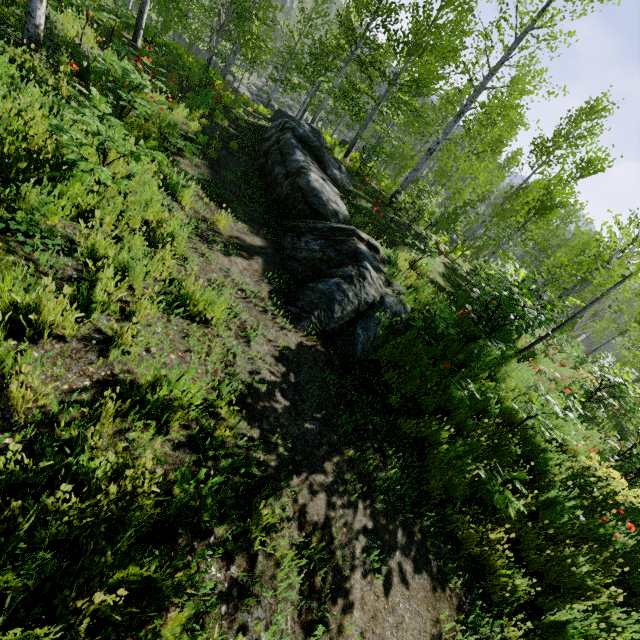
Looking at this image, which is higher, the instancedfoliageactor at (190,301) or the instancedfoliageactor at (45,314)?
the instancedfoliageactor at (45,314)

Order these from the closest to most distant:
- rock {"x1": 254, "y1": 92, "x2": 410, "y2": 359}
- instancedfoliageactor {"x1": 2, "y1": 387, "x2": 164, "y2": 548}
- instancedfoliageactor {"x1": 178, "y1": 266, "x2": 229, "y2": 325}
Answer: instancedfoliageactor {"x1": 2, "y1": 387, "x2": 164, "y2": 548} → instancedfoliageactor {"x1": 178, "y1": 266, "x2": 229, "y2": 325} → rock {"x1": 254, "y1": 92, "x2": 410, "y2": 359}

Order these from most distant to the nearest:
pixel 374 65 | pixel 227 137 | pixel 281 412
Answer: pixel 374 65
pixel 227 137
pixel 281 412

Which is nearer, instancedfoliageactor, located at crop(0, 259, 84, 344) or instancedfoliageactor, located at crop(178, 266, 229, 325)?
instancedfoliageactor, located at crop(0, 259, 84, 344)

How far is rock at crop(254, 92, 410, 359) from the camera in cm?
547

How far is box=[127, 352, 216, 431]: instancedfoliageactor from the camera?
2.4m

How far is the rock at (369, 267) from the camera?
5.5 meters
